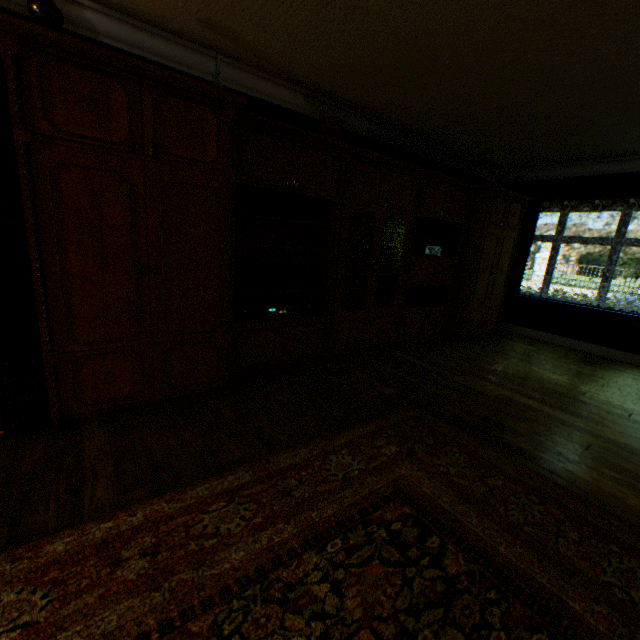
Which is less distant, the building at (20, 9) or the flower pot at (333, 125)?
the building at (20, 9)

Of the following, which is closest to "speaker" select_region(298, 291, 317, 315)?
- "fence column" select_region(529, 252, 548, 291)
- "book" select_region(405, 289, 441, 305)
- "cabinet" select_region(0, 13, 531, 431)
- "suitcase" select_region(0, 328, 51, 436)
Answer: "cabinet" select_region(0, 13, 531, 431)

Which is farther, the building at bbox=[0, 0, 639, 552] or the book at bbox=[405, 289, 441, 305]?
the book at bbox=[405, 289, 441, 305]

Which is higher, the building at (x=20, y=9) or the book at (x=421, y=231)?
the building at (x=20, y=9)

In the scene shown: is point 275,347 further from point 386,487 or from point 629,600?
point 629,600

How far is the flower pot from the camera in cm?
361

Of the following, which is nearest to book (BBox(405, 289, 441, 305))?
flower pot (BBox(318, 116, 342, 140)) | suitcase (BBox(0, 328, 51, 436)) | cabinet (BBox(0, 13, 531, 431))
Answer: cabinet (BBox(0, 13, 531, 431))

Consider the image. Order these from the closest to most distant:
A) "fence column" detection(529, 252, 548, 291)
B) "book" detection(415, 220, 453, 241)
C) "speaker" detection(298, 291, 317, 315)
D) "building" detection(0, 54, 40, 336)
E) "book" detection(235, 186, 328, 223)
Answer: "building" detection(0, 54, 40, 336)
"book" detection(235, 186, 328, 223)
"speaker" detection(298, 291, 317, 315)
"book" detection(415, 220, 453, 241)
"fence column" detection(529, 252, 548, 291)
